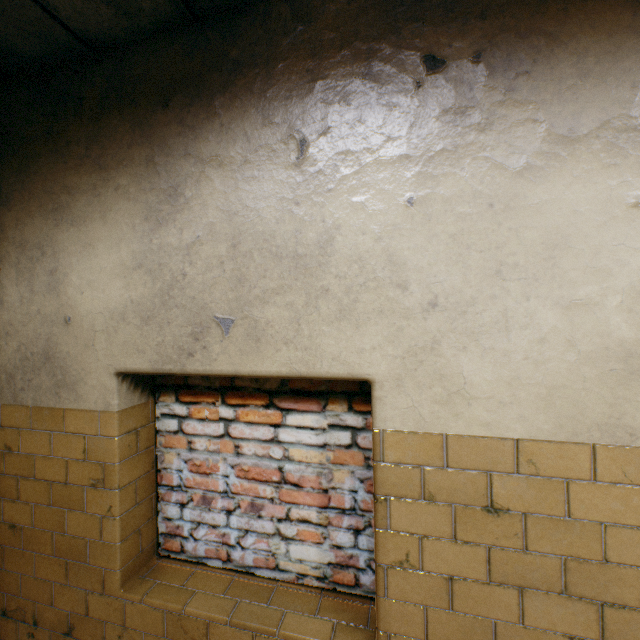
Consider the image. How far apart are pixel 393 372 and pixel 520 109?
1.16m
